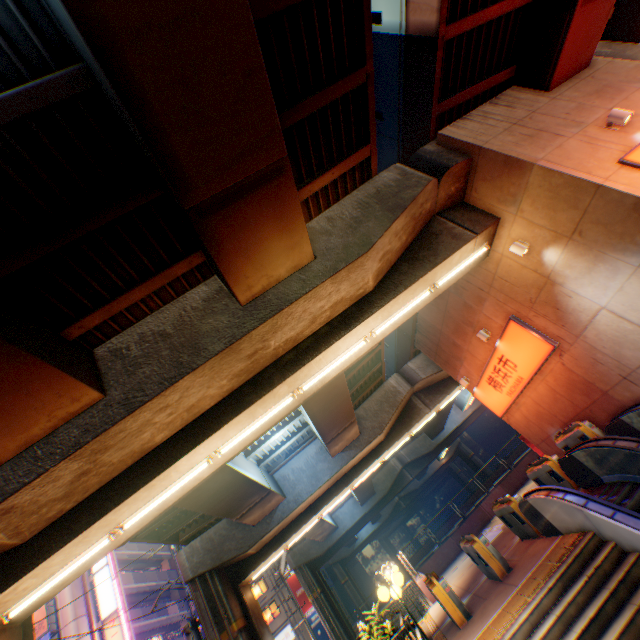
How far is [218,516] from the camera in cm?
1822

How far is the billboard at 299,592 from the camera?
41.5m

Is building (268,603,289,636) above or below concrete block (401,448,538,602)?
above

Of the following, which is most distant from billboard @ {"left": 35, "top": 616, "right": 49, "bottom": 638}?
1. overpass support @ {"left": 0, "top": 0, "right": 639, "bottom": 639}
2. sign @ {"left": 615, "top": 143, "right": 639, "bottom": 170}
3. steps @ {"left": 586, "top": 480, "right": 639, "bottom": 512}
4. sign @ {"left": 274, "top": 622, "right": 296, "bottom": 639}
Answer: sign @ {"left": 615, "top": 143, "right": 639, "bottom": 170}

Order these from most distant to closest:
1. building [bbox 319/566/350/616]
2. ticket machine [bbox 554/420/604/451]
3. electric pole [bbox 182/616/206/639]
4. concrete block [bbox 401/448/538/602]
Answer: building [bbox 319/566/350/616] → concrete block [bbox 401/448/538/602] → electric pole [bbox 182/616/206/639] → ticket machine [bbox 554/420/604/451]

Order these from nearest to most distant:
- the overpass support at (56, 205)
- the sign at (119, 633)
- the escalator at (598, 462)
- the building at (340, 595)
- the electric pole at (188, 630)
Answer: the overpass support at (56, 205)
the escalator at (598, 462)
the electric pole at (188, 630)
the sign at (119, 633)
the building at (340, 595)

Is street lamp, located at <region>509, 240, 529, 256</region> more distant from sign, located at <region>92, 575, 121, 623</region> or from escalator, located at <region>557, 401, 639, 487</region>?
sign, located at <region>92, 575, 121, 623</region>

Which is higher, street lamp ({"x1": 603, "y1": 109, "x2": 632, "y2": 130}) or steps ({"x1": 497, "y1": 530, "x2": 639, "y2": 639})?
street lamp ({"x1": 603, "y1": 109, "x2": 632, "y2": 130})
